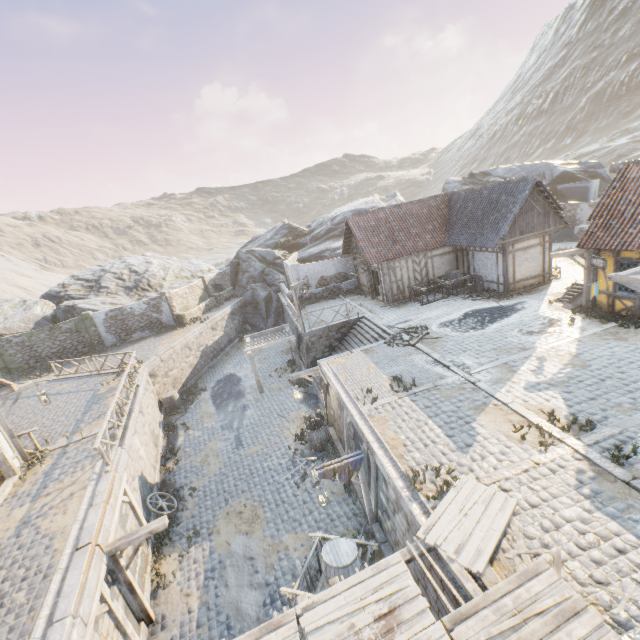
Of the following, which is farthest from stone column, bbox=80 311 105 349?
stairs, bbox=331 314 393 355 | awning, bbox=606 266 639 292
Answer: awning, bbox=606 266 639 292

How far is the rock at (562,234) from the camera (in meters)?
26.75

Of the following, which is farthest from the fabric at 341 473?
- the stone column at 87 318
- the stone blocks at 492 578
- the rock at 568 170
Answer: the stone column at 87 318

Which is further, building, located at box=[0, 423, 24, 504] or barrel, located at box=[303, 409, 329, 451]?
barrel, located at box=[303, 409, 329, 451]

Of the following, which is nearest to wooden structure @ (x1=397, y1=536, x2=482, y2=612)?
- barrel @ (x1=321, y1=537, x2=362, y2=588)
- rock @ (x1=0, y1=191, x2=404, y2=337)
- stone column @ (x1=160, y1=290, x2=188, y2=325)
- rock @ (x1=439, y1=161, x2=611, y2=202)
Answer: barrel @ (x1=321, y1=537, x2=362, y2=588)

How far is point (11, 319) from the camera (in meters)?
25.89

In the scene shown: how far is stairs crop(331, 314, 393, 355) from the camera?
17.3 meters

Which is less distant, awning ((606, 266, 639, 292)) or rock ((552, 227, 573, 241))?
awning ((606, 266, 639, 292))
